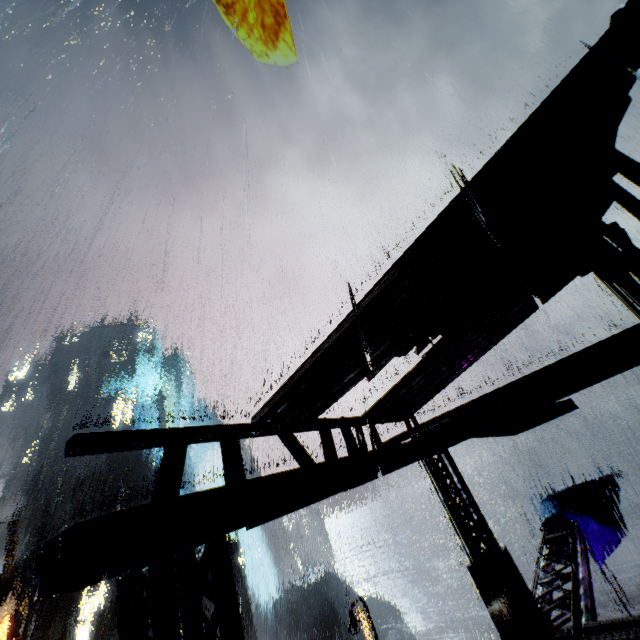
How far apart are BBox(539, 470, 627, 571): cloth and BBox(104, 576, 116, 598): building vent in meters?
59.7

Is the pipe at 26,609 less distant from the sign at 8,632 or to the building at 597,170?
the building at 597,170

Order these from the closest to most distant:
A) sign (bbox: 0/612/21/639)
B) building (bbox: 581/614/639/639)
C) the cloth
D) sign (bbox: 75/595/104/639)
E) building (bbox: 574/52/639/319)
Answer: building (bbox: 574/52/639/319)
building (bbox: 581/614/639/639)
the cloth
sign (bbox: 0/612/21/639)
sign (bbox: 75/595/104/639)

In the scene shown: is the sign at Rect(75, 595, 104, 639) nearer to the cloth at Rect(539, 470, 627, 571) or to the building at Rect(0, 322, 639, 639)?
the building at Rect(0, 322, 639, 639)

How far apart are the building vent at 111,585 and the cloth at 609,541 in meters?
59.7 m

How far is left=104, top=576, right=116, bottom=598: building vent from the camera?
47.0m

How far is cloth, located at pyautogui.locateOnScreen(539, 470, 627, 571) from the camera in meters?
13.9

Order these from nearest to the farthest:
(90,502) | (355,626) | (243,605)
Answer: (355,626), (90,502), (243,605)
